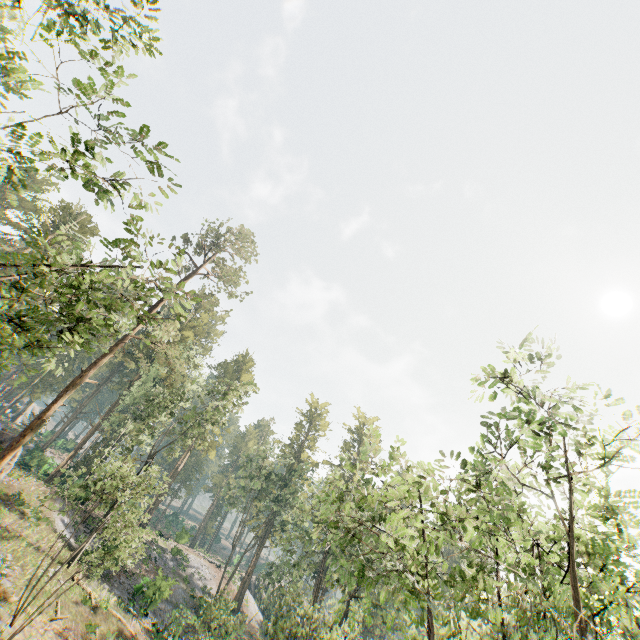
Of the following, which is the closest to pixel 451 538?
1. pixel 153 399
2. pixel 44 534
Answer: pixel 44 534

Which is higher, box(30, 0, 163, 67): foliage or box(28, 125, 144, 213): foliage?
box(30, 0, 163, 67): foliage

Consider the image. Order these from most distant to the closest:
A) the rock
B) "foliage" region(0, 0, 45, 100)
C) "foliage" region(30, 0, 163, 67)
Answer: the rock < "foliage" region(30, 0, 163, 67) < "foliage" region(0, 0, 45, 100)

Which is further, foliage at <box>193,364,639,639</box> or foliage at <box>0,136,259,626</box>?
foliage at <box>0,136,259,626</box>

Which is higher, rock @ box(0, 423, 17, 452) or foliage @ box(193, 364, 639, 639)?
foliage @ box(193, 364, 639, 639)

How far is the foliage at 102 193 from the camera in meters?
7.3 m

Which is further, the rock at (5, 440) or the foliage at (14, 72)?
the rock at (5, 440)

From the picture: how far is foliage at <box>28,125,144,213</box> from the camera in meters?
7.3
